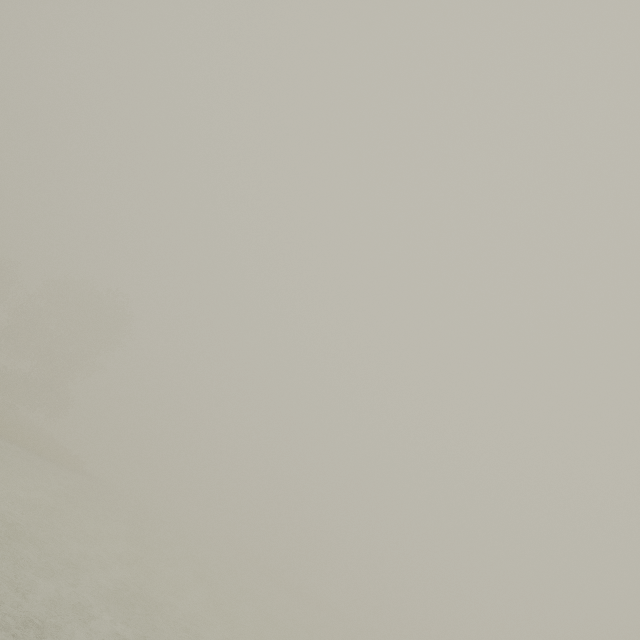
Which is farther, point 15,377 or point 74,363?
point 74,363
